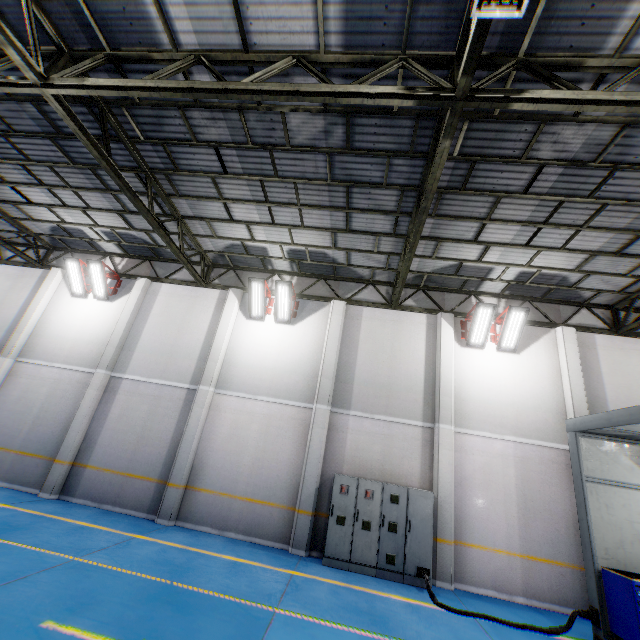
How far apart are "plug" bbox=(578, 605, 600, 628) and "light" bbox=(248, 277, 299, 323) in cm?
1027

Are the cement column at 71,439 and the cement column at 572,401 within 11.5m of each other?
no

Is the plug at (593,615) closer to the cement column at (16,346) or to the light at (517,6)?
the light at (517,6)

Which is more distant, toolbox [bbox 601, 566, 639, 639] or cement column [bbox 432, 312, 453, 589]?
cement column [bbox 432, 312, 453, 589]

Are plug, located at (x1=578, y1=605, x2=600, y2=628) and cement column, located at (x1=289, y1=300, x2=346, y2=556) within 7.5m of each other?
yes

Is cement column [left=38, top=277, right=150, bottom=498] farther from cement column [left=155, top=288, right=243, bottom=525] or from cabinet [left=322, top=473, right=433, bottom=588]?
cabinet [left=322, top=473, right=433, bottom=588]

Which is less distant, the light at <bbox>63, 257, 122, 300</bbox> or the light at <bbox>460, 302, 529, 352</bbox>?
the light at <bbox>460, 302, 529, 352</bbox>

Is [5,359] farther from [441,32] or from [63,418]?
[441,32]
